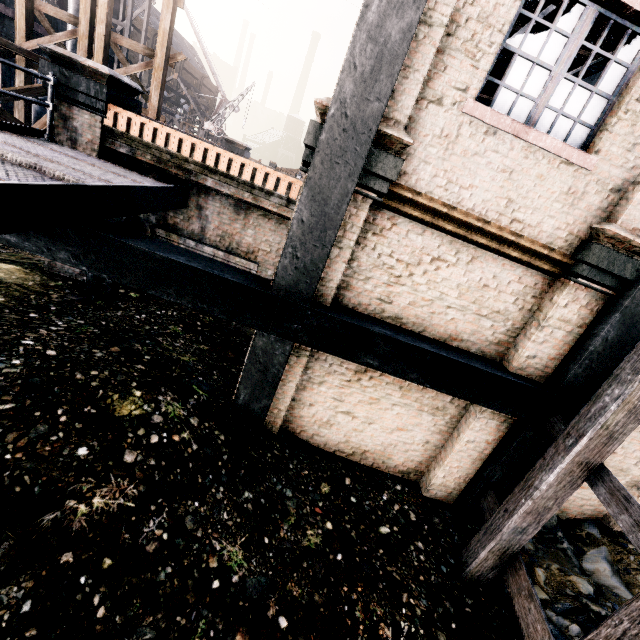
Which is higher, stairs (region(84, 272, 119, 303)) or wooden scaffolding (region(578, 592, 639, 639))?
wooden scaffolding (region(578, 592, 639, 639))

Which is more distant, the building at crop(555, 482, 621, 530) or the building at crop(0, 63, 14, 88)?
the building at crop(0, 63, 14, 88)

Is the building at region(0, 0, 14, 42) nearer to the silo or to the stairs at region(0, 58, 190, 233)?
the silo

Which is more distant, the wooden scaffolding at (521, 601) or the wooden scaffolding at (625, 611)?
the wooden scaffolding at (521, 601)

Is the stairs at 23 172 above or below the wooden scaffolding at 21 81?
below

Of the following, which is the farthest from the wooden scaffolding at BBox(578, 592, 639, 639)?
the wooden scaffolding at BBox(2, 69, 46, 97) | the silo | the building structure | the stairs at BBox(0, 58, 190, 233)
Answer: the silo

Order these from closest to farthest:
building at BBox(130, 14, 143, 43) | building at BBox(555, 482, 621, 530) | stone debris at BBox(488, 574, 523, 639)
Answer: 1. stone debris at BBox(488, 574, 523, 639)
2. building at BBox(555, 482, 621, 530)
3. building at BBox(130, 14, 143, 43)

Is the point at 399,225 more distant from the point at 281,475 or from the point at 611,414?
the point at 281,475
